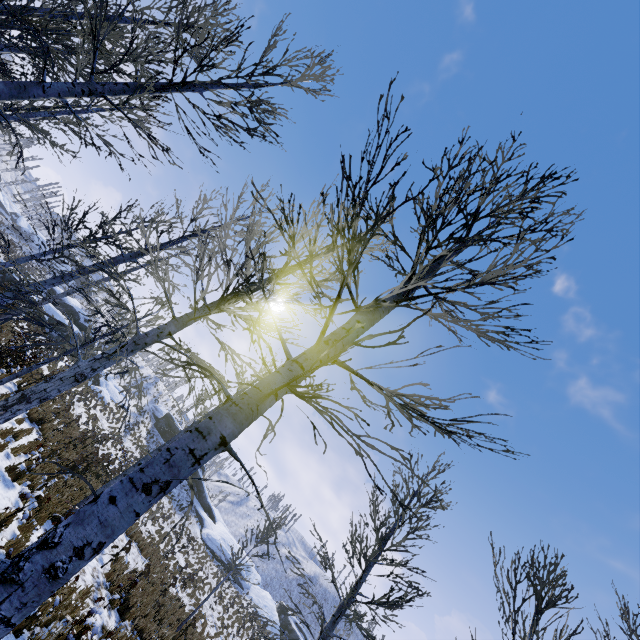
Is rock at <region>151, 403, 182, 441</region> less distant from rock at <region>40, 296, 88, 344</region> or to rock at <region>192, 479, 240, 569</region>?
rock at <region>192, 479, 240, 569</region>

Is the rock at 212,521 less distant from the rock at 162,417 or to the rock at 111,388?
the rock at 162,417

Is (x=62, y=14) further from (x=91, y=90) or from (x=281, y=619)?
(x=281, y=619)

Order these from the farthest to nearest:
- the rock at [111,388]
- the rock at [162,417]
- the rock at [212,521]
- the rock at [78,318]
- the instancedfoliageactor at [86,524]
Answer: the rock at [162,417] → the rock at [212,521] → the rock at [111,388] → the rock at [78,318] → the instancedfoliageactor at [86,524]

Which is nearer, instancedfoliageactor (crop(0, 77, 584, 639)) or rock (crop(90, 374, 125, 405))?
instancedfoliageactor (crop(0, 77, 584, 639))

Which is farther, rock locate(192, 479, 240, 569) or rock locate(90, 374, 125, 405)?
rock locate(192, 479, 240, 569)

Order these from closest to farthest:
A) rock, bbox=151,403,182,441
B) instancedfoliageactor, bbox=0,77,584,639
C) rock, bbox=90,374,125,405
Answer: instancedfoliageactor, bbox=0,77,584,639 → rock, bbox=90,374,125,405 → rock, bbox=151,403,182,441

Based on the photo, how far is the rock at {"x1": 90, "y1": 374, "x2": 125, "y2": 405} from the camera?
32.0m
